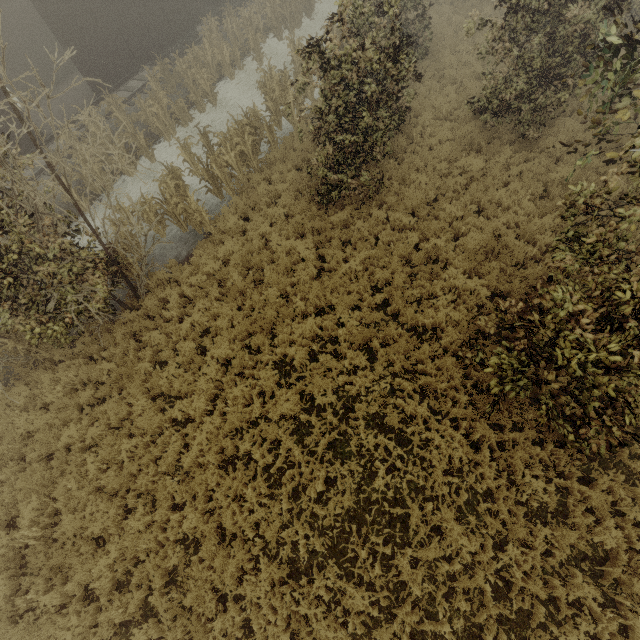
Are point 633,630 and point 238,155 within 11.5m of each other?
no

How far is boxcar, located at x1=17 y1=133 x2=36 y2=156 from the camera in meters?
11.6

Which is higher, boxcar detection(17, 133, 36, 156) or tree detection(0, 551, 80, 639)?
boxcar detection(17, 133, 36, 156)

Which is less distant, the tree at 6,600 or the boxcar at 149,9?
the tree at 6,600

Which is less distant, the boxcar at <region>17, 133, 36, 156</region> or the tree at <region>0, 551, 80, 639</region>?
the tree at <region>0, 551, 80, 639</region>
